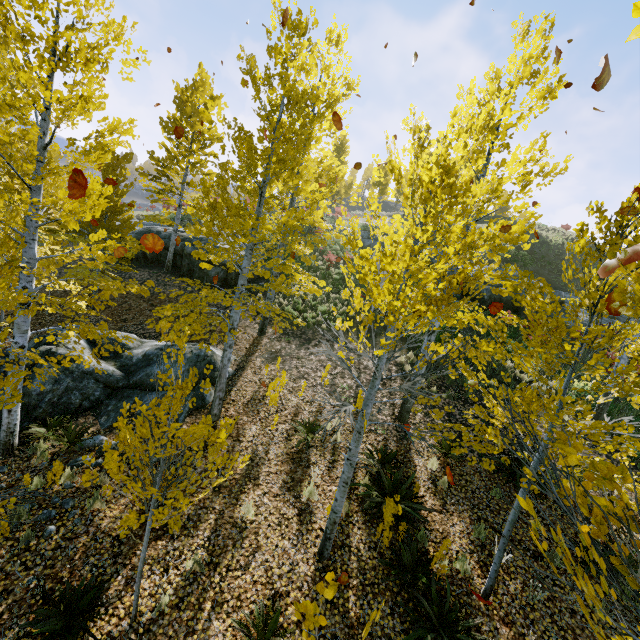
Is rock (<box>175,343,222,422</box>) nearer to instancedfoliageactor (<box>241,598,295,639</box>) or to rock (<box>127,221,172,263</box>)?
instancedfoliageactor (<box>241,598,295,639</box>)

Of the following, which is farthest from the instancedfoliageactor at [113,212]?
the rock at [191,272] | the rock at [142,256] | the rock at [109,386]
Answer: the rock at [142,256]

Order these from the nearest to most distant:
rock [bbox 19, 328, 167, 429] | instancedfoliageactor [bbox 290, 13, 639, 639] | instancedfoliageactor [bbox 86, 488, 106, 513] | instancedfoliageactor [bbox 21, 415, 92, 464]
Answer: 1. instancedfoliageactor [bbox 290, 13, 639, 639]
2. instancedfoliageactor [bbox 86, 488, 106, 513]
3. instancedfoliageactor [bbox 21, 415, 92, 464]
4. rock [bbox 19, 328, 167, 429]

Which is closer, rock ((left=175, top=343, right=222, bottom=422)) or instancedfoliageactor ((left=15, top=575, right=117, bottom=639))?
instancedfoliageactor ((left=15, top=575, right=117, bottom=639))

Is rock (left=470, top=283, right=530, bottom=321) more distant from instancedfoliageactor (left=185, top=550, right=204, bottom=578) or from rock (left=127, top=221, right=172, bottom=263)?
rock (left=127, top=221, right=172, bottom=263)

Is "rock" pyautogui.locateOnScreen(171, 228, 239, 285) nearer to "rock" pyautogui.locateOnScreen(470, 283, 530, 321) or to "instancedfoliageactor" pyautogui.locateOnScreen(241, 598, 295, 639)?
"instancedfoliageactor" pyautogui.locateOnScreen(241, 598, 295, 639)

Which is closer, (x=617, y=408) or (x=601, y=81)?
(x=601, y=81)

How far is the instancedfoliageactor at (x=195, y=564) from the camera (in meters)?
5.26
